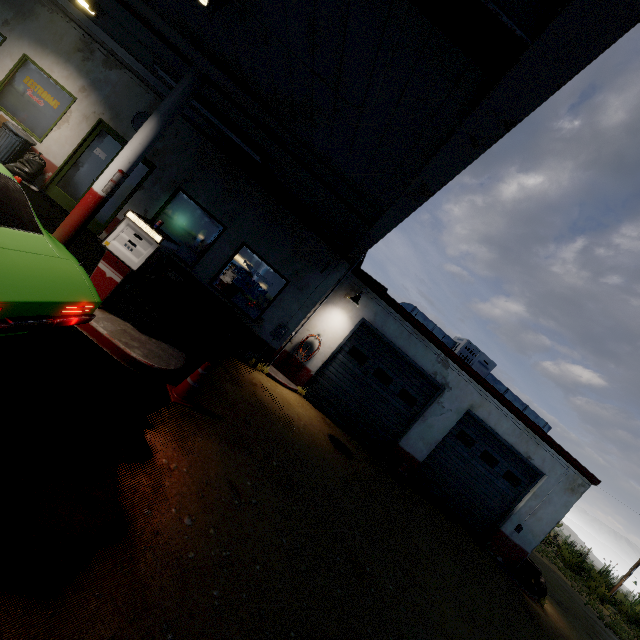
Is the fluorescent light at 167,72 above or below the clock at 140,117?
above

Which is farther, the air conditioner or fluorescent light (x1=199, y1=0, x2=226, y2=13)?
the air conditioner

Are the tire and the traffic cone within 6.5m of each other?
no

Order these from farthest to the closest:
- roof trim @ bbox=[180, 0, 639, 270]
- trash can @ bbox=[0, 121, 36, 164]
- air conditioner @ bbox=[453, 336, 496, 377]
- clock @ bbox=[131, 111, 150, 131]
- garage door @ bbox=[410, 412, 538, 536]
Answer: air conditioner @ bbox=[453, 336, 496, 377]
garage door @ bbox=[410, 412, 538, 536]
clock @ bbox=[131, 111, 150, 131]
trash can @ bbox=[0, 121, 36, 164]
roof trim @ bbox=[180, 0, 639, 270]

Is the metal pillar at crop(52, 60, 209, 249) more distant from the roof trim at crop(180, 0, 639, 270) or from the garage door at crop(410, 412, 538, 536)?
the garage door at crop(410, 412, 538, 536)

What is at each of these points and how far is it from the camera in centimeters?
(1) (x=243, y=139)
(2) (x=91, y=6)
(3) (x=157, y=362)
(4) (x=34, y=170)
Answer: (1) fluorescent light, 692cm
(2) fluorescent light, 676cm
(3) curb, 497cm
(4) trash bag, 832cm

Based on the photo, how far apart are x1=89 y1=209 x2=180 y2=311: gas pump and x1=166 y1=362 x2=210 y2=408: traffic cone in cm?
150

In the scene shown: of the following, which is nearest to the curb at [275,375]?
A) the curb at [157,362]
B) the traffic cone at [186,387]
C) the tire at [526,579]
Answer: the curb at [157,362]
